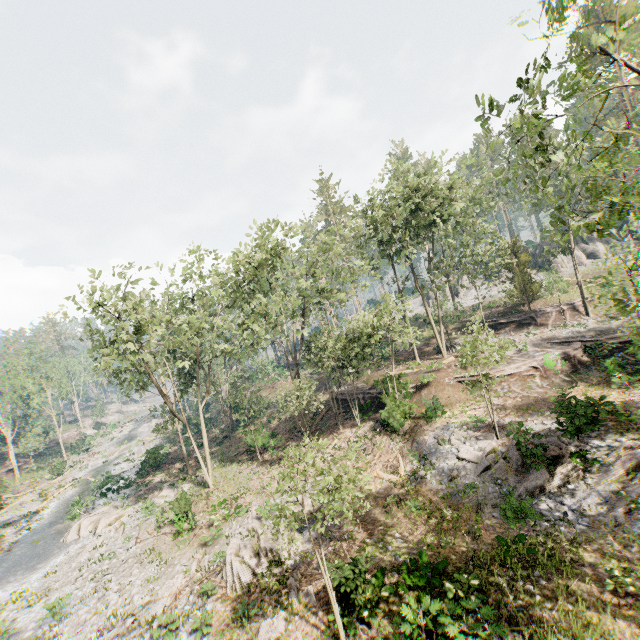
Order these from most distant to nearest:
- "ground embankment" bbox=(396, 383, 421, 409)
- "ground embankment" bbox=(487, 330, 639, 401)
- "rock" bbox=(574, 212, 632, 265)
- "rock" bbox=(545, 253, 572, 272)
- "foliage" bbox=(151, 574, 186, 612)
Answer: "rock" bbox=(545, 253, 572, 272), "rock" bbox=(574, 212, 632, 265), "ground embankment" bbox=(396, 383, 421, 409), "ground embankment" bbox=(487, 330, 639, 401), "foliage" bbox=(151, 574, 186, 612)

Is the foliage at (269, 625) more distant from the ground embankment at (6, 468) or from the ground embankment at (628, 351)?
the ground embankment at (628, 351)

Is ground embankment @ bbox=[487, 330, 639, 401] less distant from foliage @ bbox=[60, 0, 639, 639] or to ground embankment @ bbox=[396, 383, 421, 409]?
foliage @ bbox=[60, 0, 639, 639]

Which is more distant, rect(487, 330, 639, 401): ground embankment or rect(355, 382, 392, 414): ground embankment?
rect(355, 382, 392, 414): ground embankment

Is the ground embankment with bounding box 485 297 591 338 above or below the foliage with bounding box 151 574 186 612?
above

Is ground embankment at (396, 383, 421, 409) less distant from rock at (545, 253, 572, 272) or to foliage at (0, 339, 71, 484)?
foliage at (0, 339, 71, 484)

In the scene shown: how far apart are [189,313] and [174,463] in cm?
1846

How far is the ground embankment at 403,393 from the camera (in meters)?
24.09
